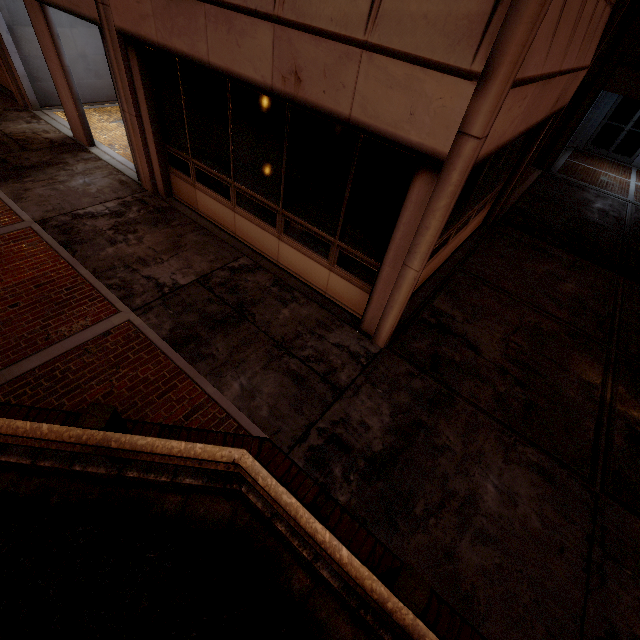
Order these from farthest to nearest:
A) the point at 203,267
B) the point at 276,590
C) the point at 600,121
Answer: the point at 600,121, the point at 203,267, the point at 276,590
